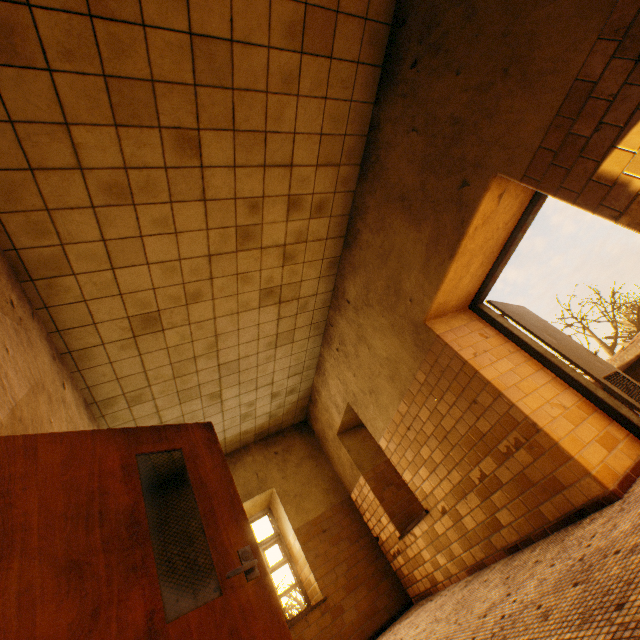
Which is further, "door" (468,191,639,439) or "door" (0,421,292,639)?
"door" (468,191,639,439)

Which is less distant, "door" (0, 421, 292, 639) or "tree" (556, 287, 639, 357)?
"door" (0, 421, 292, 639)

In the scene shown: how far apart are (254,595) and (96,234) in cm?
326

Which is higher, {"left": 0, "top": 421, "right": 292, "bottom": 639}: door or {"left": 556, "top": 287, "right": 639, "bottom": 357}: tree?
{"left": 556, "top": 287, "right": 639, "bottom": 357}: tree

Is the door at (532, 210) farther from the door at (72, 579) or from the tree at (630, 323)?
the tree at (630, 323)

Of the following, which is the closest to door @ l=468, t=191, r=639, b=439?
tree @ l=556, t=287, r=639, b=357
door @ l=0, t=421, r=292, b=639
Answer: door @ l=0, t=421, r=292, b=639

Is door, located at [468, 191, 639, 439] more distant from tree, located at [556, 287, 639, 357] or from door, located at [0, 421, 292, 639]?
tree, located at [556, 287, 639, 357]

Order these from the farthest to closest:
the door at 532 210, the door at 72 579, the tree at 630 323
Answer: the tree at 630 323 → the door at 532 210 → the door at 72 579
